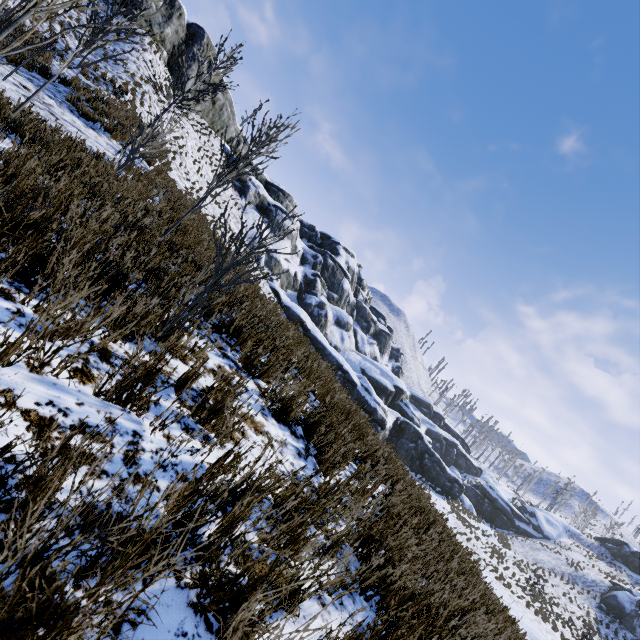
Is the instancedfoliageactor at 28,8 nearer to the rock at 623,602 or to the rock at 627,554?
the rock at 623,602

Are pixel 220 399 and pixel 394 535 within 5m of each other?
yes

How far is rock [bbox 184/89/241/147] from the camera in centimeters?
3109cm

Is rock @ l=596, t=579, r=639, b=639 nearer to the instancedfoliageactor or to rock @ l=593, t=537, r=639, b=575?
the instancedfoliageactor
